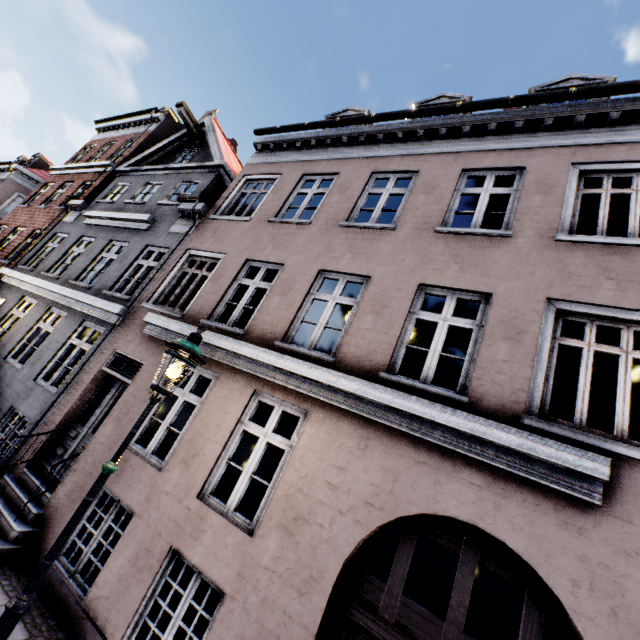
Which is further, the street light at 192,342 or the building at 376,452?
the building at 376,452

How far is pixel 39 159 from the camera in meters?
22.5

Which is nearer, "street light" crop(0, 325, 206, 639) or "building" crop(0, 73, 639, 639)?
"street light" crop(0, 325, 206, 639)
